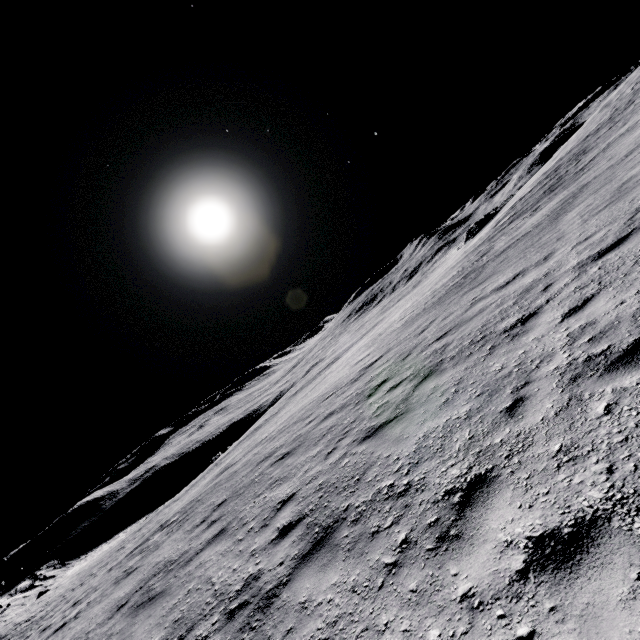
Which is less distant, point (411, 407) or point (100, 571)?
point (411, 407)
